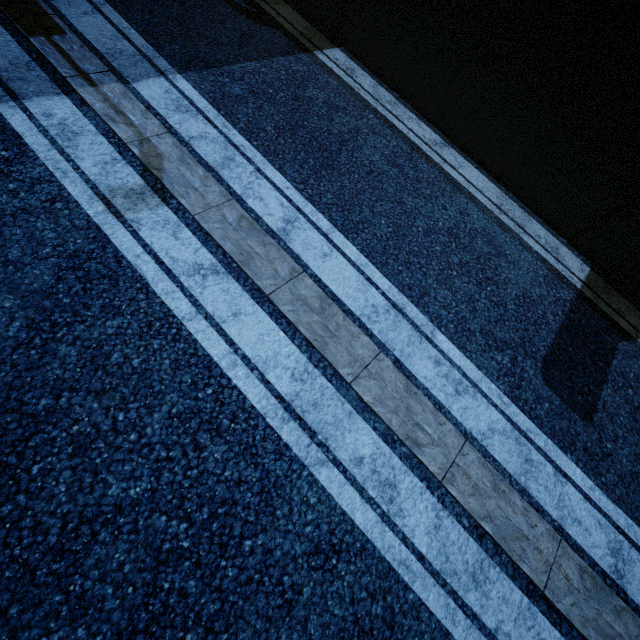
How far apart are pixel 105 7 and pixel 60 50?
1.4m
